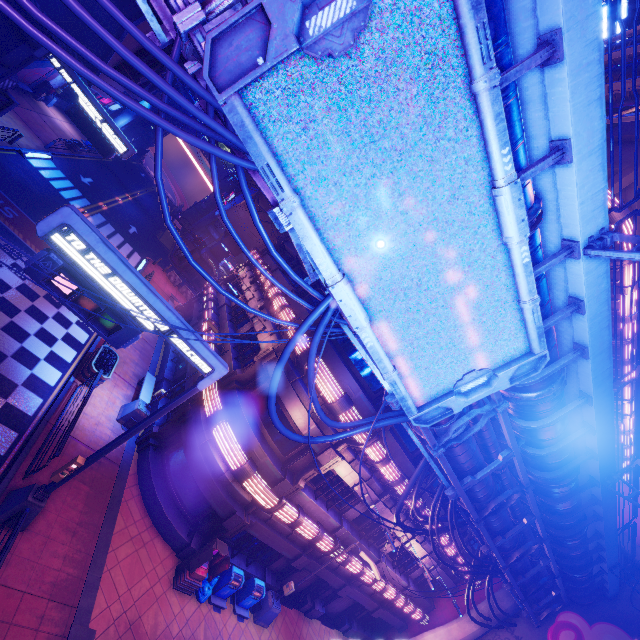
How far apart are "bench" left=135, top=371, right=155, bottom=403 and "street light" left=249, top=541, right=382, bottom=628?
10.54m

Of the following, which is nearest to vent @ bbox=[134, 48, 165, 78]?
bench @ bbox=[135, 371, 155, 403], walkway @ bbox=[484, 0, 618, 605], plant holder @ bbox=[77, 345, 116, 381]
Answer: plant holder @ bbox=[77, 345, 116, 381]

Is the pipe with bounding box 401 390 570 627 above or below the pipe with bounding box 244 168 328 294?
above

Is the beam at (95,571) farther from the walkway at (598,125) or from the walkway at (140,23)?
the walkway at (140,23)

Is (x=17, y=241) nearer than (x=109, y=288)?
No

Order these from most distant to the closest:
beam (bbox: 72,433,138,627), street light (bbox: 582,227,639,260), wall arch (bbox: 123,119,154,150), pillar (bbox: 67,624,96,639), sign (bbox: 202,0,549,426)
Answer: wall arch (bbox: 123,119,154,150)
beam (bbox: 72,433,138,627)
pillar (bbox: 67,624,96,639)
street light (bbox: 582,227,639,260)
sign (bbox: 202,0,549,426)

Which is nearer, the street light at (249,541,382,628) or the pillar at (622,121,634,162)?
the street light at (249,541,382,628)

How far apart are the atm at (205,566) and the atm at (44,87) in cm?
4177
